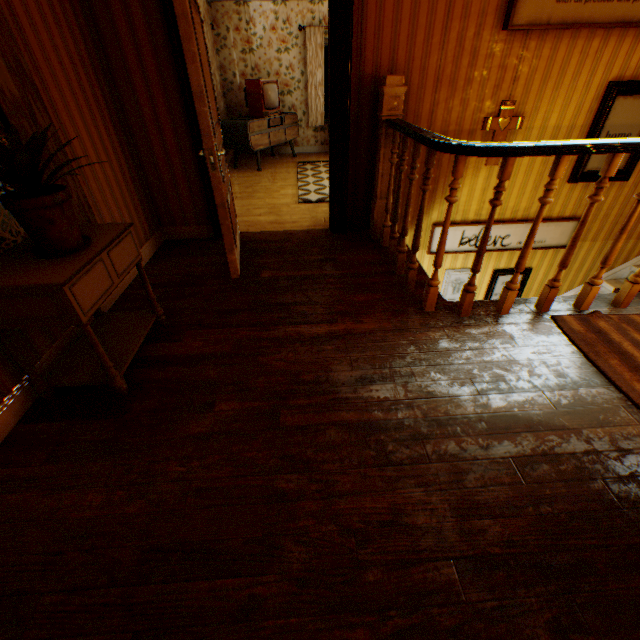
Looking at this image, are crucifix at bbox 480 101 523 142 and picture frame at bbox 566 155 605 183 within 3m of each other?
yes

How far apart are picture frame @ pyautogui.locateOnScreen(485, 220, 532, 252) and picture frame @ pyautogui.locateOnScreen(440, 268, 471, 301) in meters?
0.3 m

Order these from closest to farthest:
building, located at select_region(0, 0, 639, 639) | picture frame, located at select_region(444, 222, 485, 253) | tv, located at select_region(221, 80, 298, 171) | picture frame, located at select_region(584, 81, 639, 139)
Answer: building, located at select_region(0, 0, 639, 639), picture frame, located at select_region(584, 81, 639, 139), picture frame, located at select_region(444, 222, 485, 253), tv, located at select_region(221, 80, 298, 171)

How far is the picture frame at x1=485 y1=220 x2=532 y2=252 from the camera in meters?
4.2 m

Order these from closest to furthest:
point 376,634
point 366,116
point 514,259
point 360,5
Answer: point 376,634
point 360,5
point 366,116
point 514,259

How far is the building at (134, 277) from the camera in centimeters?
285cm

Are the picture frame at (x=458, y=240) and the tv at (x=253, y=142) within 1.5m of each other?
no

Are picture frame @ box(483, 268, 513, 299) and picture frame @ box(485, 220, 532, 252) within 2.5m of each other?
yes
